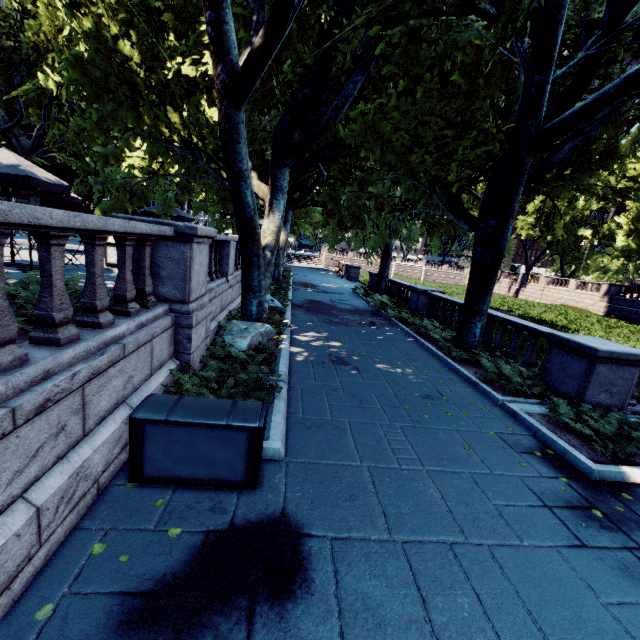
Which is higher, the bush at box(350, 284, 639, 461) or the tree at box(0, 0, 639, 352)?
the tree at box(0, 0, 639, 352)

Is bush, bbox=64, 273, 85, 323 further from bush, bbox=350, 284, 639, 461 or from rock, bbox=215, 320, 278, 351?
bush, bbox=350, 284, 639, 461

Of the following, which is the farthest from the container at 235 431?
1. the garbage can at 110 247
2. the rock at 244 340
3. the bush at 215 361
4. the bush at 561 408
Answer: the garbage can at 110 247

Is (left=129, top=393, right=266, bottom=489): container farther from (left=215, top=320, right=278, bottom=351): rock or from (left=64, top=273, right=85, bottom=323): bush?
(left=215, top=320, right=278, bottom=351): rock

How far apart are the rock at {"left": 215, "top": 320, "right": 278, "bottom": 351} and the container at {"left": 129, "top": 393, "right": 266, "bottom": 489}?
3.0m

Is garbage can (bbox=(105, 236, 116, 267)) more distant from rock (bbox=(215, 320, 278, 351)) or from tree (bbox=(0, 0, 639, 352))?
rock (bbox=(215, 320, 278, 351))

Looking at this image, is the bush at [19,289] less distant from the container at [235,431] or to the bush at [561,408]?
the container at [235,431]

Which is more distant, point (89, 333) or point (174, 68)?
point (174, 68)
